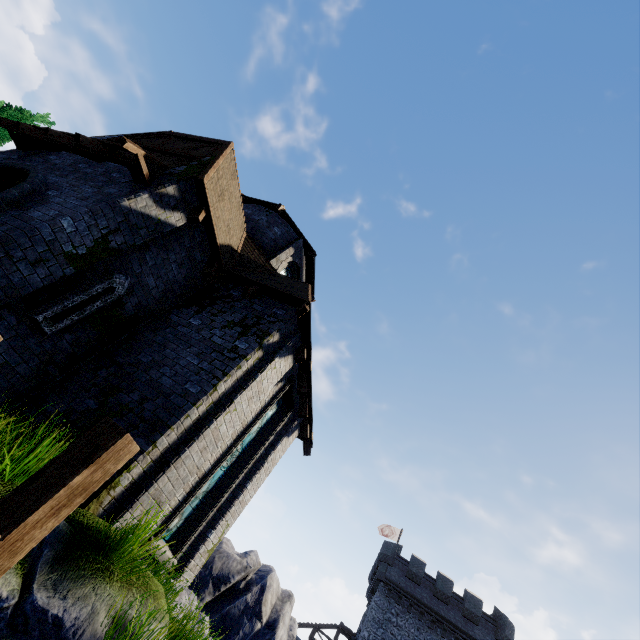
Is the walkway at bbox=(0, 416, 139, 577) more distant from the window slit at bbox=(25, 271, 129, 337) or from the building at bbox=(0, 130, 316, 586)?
the window slit at bbox=(25, 271, 129, 337)

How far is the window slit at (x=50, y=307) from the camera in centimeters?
616cm

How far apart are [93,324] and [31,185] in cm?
308

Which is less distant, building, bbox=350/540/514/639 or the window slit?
the window slit

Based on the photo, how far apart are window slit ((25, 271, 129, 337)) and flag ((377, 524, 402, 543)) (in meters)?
40.98

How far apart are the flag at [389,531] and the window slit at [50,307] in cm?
4098

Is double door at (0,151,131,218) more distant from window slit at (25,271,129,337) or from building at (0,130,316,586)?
window slit at (25,271,129,337)

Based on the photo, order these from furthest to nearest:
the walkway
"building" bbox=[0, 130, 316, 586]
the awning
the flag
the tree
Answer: the flag, the tree, the awning, "building" bbox=[0, 130, 316, 586], the walkway
